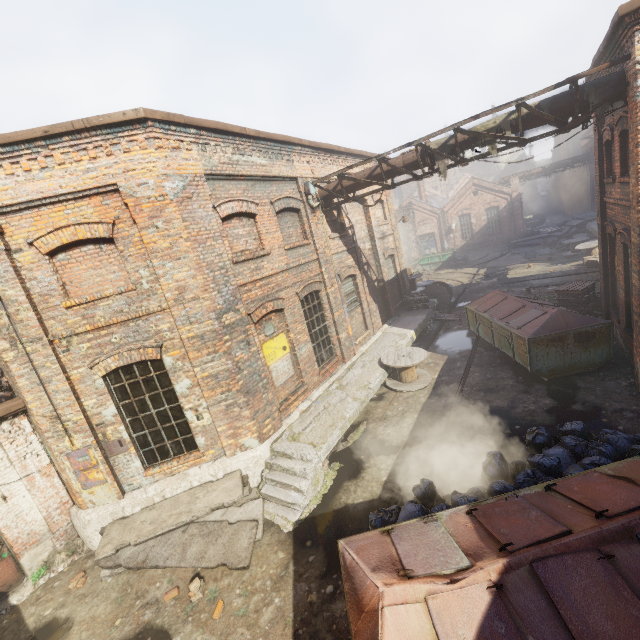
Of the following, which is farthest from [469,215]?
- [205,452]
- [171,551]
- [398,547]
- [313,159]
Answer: [171,551]

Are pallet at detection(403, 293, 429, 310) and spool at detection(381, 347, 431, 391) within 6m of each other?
yes

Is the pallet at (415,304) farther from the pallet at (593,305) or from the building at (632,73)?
the building at (632,73)

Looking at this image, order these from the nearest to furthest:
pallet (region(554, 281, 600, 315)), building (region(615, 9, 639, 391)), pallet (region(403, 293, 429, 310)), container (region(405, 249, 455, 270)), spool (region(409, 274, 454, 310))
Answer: building (region(615, 9, 639, 391)) → pallet (region(554, 281, 600, 315)) → pallet (region(403, 293, 429, 310)) → spool (region(409, 274, 454, 310)) → container (region(405, 249, 455, 270))

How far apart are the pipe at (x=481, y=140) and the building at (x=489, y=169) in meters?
59.8

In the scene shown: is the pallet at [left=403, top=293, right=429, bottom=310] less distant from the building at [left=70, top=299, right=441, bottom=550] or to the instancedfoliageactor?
the building at [left=70, top=299, right=441, bottom=550]

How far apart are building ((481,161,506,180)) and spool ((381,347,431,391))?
60.97m

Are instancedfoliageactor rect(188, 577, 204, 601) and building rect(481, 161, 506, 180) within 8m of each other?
no
